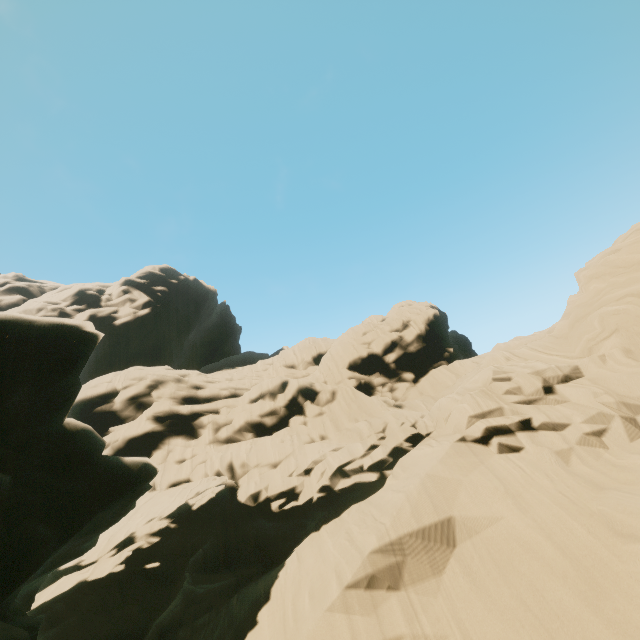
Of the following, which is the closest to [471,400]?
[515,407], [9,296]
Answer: [515,407]
